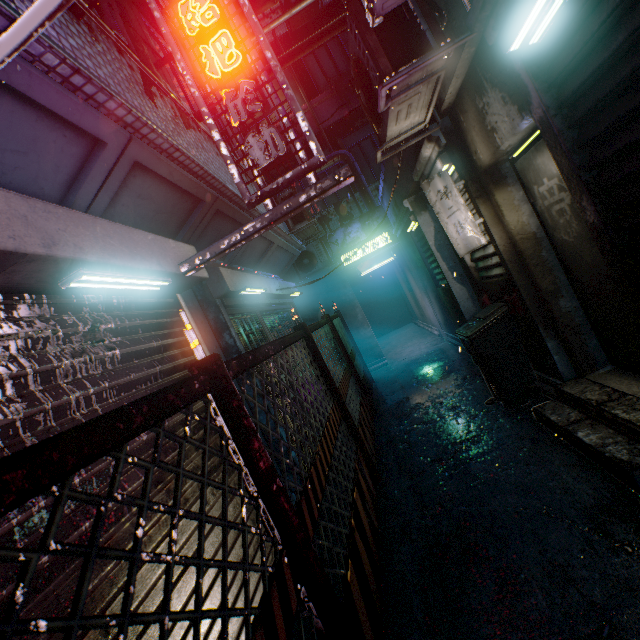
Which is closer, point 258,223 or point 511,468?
point 258,223

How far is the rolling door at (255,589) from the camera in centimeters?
196cm

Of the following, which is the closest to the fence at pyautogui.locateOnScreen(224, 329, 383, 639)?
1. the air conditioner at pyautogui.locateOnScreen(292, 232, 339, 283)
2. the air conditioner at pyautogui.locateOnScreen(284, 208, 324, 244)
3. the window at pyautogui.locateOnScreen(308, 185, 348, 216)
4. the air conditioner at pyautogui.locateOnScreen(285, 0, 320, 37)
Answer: the air conditioner at pyautogui.locateOnScreen(284, 208, 324, 244)

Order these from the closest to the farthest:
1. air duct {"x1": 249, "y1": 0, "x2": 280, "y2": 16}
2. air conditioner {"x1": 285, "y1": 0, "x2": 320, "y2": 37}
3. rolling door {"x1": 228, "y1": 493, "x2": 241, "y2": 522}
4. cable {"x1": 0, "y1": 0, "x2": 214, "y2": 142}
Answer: cable {"x1": 0, "y1": 0, "x2": 214, "y2": 142}, rolling door {"x1": 228, "y1": 493, "x2": 241, "y2": 522}, air duct {"x1": 249, "y1": 0, "x2": 280, "y2": 16}, air conditioner {"x1": 285, "y1": 0, "x2": 320, "y2": 37}

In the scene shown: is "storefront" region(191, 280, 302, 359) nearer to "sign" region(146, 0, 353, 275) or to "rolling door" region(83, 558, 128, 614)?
"rolling door" region(83, 558, 128, 614)

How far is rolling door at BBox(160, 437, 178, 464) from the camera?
1.82m

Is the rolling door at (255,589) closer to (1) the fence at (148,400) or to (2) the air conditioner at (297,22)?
(1) the fence at (148,400)

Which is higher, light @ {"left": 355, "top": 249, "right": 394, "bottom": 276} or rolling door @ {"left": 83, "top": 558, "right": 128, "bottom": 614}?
light @ {"left": 355, "top": 249, "right": 394, "bottom": 276}
